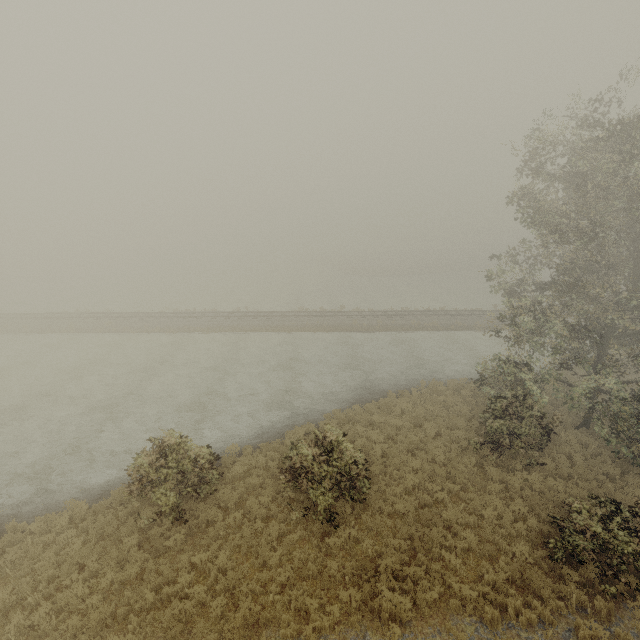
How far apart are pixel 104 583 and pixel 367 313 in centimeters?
2994cm
